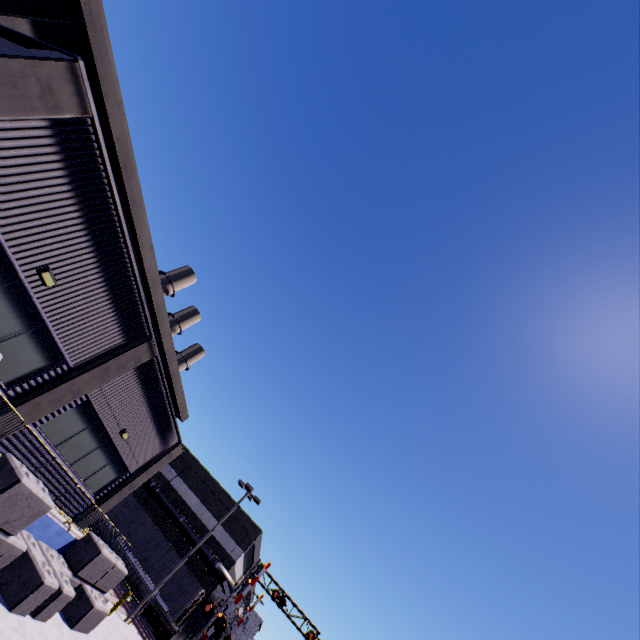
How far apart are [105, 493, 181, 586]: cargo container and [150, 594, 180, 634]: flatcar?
0.0m

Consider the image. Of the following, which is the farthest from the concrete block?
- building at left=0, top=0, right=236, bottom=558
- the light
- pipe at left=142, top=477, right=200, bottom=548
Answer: pipe at left=142, top=477, right=200, bottom=548

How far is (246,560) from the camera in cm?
3625

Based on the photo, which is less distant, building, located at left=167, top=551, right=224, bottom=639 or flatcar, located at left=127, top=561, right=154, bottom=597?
flatcar, located at left=127, top=561, right=154, bottom=597

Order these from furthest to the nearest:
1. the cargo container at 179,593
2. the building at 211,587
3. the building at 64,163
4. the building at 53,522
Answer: the building at 211,587
the cargo container at 179,593
the building at 53,522
the building at 64,163

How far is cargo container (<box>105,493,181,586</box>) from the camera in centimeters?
2630cm

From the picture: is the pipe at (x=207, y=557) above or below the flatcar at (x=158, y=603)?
above

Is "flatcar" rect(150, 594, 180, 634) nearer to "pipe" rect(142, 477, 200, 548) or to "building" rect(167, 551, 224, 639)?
"building" rect(167, 551, 224, 639)
